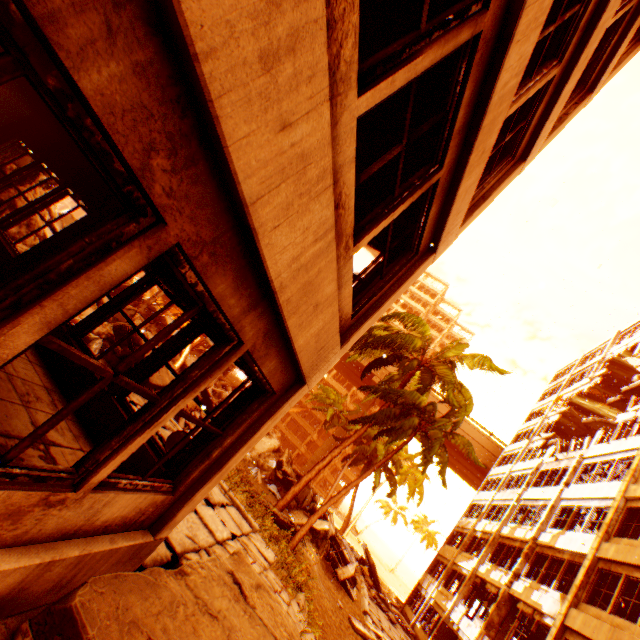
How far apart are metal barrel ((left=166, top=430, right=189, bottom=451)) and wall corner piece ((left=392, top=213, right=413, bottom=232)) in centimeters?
568cm

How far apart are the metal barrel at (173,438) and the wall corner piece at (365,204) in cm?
568

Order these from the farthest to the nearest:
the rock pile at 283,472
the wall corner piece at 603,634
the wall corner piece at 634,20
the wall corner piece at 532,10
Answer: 1. the rock pile at 283,472
2. the wall corner piece at 603,634
3. the wall corner piece at 634,20
4. the wall corner piece at 532,10

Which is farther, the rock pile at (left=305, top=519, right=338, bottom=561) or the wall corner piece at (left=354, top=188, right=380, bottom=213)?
the rock pile at (left=305, top=519, right=338, bottom=561)

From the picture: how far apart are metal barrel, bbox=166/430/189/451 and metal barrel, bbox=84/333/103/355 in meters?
2.4 m

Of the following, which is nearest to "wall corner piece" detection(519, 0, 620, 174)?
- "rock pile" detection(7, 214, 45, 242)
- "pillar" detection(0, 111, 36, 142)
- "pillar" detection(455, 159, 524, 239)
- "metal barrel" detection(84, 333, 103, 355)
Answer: "pillar" detection(455, 159, 524, 239)

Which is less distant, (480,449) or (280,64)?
(280,64)
